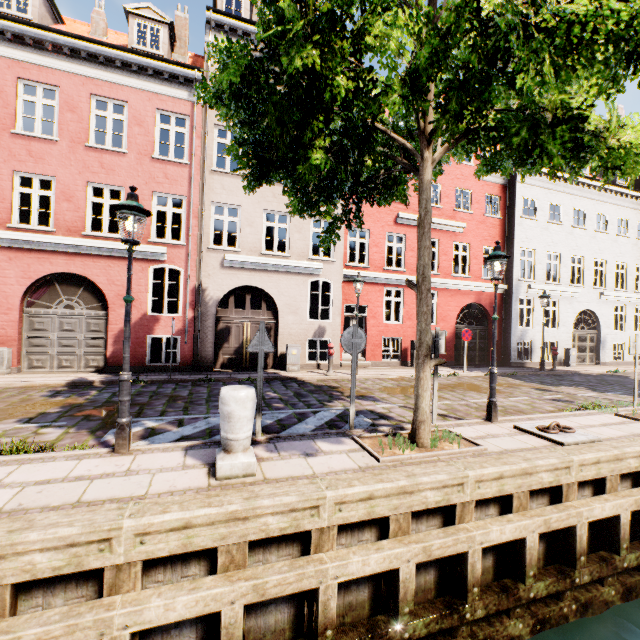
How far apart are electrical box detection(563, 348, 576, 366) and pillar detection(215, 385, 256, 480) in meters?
20.2 m

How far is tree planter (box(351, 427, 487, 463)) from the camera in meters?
4.8 m

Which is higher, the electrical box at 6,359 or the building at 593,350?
the building at 593,350

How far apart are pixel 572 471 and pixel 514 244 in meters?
15.6

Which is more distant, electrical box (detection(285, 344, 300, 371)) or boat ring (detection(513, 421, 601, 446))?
electrical box (detection(285, 344, 300, 371))

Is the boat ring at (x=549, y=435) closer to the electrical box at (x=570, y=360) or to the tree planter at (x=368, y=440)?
the tree planter at (x=368, y=440)

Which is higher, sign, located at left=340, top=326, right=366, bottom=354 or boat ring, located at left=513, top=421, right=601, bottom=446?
sign, located at left=340, top=326, right=366, bottom=354

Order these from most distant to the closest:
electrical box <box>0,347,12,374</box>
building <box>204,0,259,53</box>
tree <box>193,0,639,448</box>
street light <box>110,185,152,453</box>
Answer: building <box>204,0,259,53</box>
electrical box <box>0,347,12,374</box>
street light <box>110,185,152,453</box>
tree <box>193,0,639,448</box>
